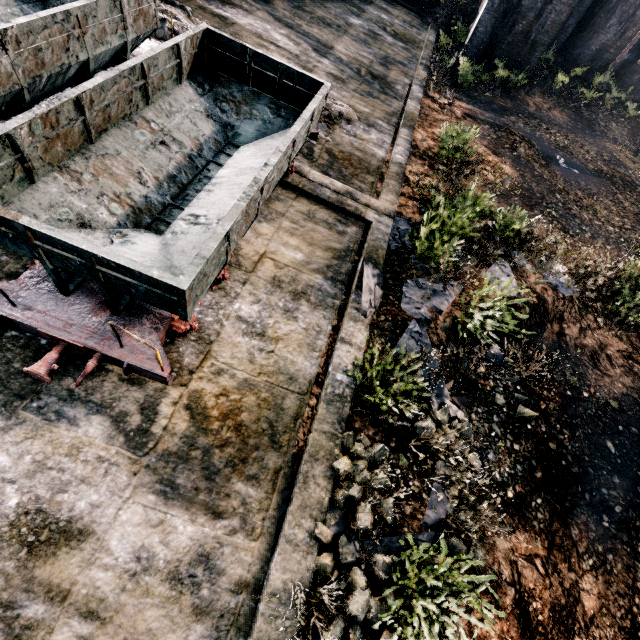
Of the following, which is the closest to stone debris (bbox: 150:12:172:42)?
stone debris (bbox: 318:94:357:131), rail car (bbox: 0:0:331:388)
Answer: stone debris (bbox: 318:94:357:131)

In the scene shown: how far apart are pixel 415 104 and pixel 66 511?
17.04m

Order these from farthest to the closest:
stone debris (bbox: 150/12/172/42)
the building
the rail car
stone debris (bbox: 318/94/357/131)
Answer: the building < stone debris (bbox: 318/94/357/131) < stone debris (bbox: 150/12/172/42) < the rail car

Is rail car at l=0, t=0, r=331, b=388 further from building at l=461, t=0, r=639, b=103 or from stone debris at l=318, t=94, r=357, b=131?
building at l=461, t=0, r=639, b=103

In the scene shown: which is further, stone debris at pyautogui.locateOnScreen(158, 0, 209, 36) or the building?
the building

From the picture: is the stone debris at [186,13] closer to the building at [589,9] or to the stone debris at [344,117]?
the stone debris at [344,117]

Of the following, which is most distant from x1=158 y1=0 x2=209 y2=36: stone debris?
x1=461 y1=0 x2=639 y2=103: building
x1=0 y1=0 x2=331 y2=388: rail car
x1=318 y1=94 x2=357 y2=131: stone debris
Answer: x1=461 y1=0 x2=639 y2=103: building

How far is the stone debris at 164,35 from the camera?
10.2m
